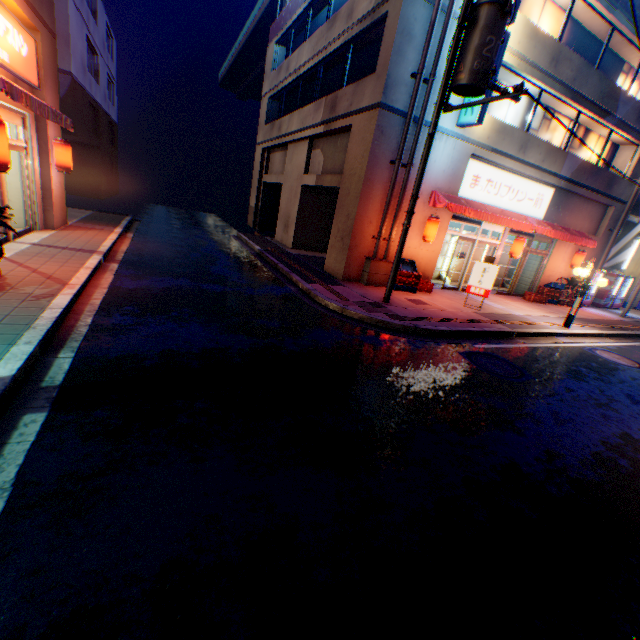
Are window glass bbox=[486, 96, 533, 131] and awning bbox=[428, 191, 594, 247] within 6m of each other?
yes

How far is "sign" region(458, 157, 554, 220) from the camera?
12.95m

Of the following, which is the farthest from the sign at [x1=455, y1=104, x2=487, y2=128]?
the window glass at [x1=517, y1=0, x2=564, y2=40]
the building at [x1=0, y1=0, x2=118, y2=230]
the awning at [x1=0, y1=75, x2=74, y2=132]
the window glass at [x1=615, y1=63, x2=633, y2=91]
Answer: the awning at [x1=0, y1=75, x2=74, y2=132]

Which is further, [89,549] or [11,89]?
[11,89]

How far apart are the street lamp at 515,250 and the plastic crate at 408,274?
4.5m

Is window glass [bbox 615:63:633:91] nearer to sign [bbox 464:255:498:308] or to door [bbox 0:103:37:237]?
sign [bbox 464:255:498:308]

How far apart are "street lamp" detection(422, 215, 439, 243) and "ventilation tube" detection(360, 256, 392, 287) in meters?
1.4

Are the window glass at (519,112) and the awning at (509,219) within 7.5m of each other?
yes
